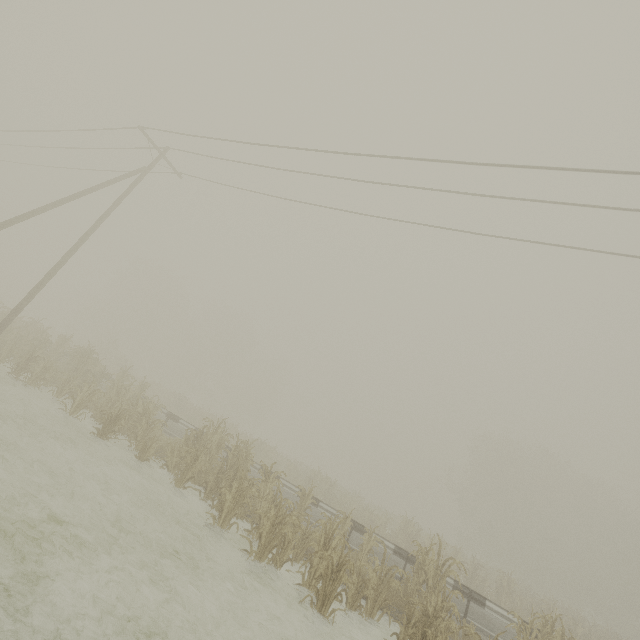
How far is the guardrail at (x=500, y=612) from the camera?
9.7 meters

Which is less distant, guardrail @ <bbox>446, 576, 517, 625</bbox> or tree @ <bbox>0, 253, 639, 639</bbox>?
tree @ <bbox>0, 253, 639, 639</bbox>

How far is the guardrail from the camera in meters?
9.7 m

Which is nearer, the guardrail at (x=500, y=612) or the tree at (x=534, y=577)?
the tree at (x=534, y=577)

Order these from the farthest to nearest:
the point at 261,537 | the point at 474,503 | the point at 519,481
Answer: the point at 474,503
the point at 519,481
the point at 261,537
